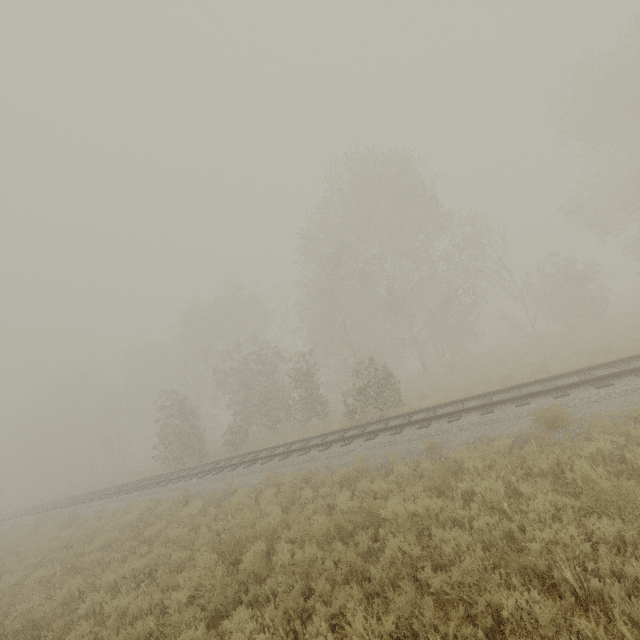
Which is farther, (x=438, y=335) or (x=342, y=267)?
(x=438, y=335)
